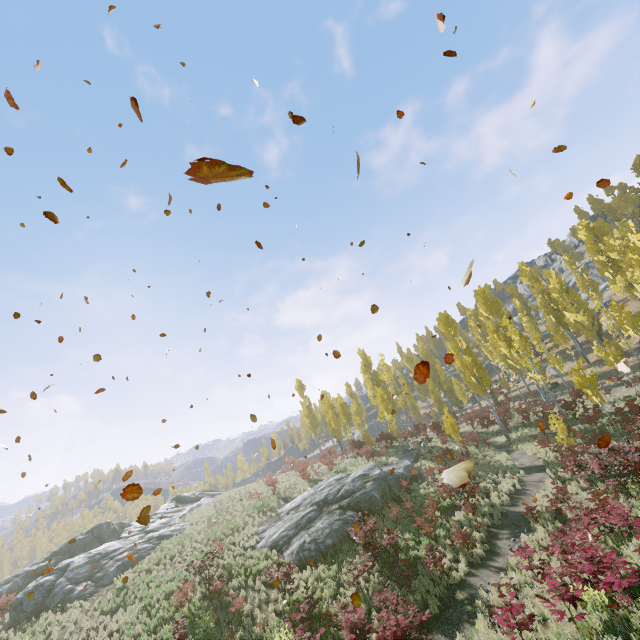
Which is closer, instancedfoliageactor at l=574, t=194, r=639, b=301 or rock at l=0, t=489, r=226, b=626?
rock at l=0, t=489, r=226, b=626

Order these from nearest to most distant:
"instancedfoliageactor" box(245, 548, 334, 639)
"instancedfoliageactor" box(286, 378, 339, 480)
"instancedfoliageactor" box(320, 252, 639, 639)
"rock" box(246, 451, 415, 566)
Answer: "instancedfoliageactor" box(320, 252, 639, 639)
"instancedfoliageactor" box(245, 548, 334, 639)
"rock" box(246, 451, 415, 566)
"instancedfoliageactor" box(286, 378, 339, 480)

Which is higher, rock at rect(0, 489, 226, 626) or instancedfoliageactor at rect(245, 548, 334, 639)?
rock at rect(0, 489, 226, 626)

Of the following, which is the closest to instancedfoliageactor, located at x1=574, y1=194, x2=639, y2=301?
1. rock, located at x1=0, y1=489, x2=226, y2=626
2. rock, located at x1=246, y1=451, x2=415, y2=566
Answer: rock, located at x1=246, y1=451, x2=415, y2=566

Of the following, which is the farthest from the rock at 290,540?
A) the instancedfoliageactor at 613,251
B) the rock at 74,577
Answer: the rock at 74,577

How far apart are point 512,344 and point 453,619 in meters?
21.3 m
